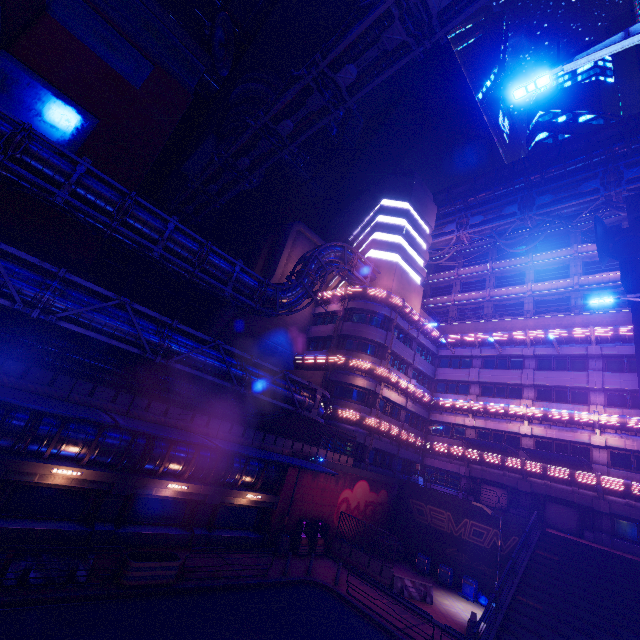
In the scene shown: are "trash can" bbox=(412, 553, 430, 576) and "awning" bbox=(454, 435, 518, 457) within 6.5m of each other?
no

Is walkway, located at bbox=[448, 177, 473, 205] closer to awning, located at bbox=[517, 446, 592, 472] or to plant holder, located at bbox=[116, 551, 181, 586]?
awning, located at bbox=[517, 446, 592, 472]

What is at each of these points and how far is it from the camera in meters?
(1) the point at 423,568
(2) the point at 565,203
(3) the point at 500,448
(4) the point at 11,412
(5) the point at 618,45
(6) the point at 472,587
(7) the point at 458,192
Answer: (1) trash can, 24.7 m
(2) pipe, 37.1 m
(3) awning, 28.8 m
(4) walkway, 13.1 m
(5) street light, 6.3 m
(6) trash can, 22.2 m
(7) walkway, 48.1 m

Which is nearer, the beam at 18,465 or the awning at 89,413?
the awning at 89,413

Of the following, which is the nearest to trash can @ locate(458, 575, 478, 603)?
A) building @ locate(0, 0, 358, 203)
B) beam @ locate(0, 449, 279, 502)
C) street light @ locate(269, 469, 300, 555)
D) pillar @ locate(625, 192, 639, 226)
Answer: street light @ locate(269, 469, 300, 555)

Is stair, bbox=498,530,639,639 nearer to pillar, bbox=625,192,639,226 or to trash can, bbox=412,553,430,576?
trash can, bbox=412,553,430,576

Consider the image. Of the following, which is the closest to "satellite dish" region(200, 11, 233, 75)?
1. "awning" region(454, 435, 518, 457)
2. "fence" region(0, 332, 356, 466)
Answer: "fence" region(0, 332, 356, 466)

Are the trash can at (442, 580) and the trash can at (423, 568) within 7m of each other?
yes
